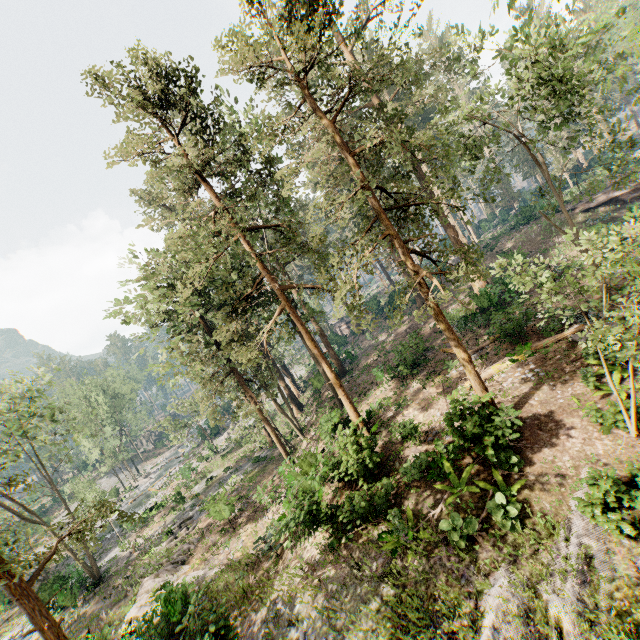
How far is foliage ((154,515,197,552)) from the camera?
25.1 meters

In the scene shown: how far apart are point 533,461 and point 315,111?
15.2m

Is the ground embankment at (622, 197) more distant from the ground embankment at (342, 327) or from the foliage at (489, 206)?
the ground embankment at (342, 327)

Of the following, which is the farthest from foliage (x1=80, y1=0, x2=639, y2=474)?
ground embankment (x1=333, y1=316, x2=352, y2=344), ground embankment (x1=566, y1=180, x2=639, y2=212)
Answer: ground embankment (x1=566, y1=180, x2=639, y2=212)

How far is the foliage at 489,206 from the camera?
15.6 meters

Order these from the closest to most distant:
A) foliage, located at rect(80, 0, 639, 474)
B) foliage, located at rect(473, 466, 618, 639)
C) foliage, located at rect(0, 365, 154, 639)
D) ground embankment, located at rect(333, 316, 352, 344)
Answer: foliage, located at rect(473, 466, 618, 639), foliage, located at rect(0, 365, 154, 639), foliage, located at rect(80, 0, 639, 474), ground embankment, located at rect(333, 316, 352, 344)

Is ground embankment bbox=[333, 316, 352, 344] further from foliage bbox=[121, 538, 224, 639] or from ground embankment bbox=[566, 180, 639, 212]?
ground embankment bbox=[566, 180, 639, 212]
